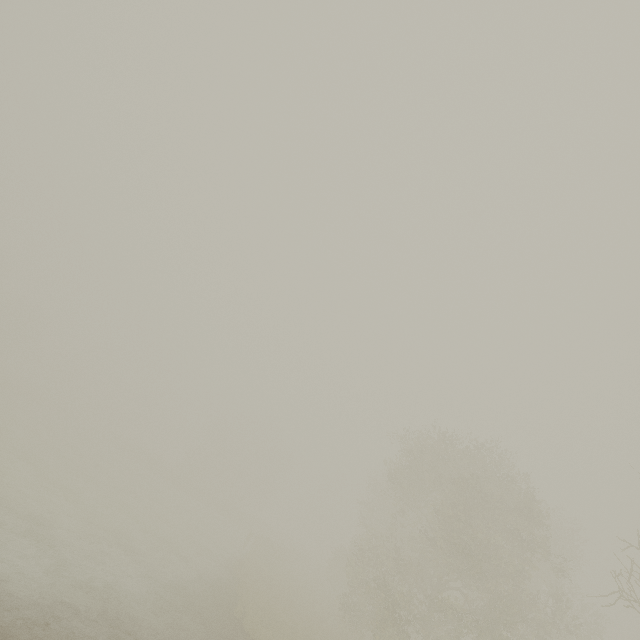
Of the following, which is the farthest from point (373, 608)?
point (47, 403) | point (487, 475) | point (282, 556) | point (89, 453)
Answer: point (47, 403)
